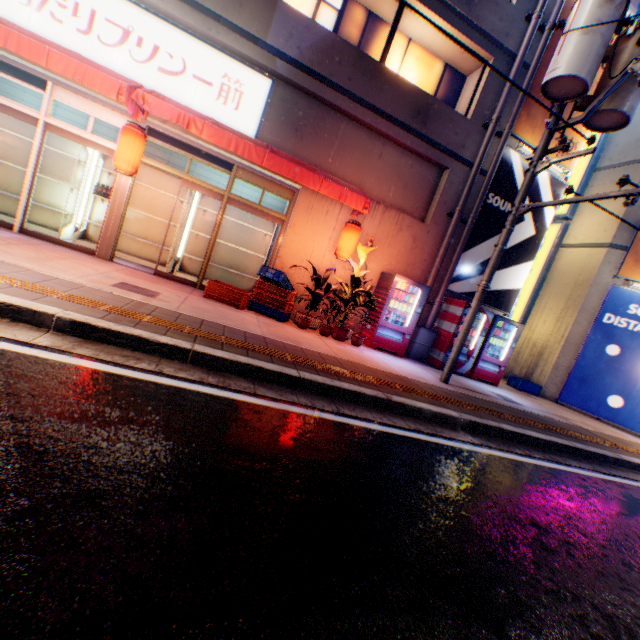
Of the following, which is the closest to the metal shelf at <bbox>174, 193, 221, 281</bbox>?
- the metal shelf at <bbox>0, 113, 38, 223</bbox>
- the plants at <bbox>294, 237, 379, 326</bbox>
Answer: the plants at <bbox>294, 237, 379, 326</bbox>

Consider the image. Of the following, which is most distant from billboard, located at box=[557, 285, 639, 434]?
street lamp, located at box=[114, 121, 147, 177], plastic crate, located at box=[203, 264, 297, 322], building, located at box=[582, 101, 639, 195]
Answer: street lamp, located at box=[114, 121, 147, 177]

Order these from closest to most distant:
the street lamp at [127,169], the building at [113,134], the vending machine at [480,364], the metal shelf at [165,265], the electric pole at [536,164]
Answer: the electric pole at [536,164]
the street lamp at [127,169]
the building at [113,134]
the metal shelf at [165,265]
the vending machine at [480,364]

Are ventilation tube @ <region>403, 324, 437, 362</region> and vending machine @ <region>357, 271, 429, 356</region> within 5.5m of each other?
yes

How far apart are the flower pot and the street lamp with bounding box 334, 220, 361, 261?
1.7 meters

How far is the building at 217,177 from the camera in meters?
9.1 m

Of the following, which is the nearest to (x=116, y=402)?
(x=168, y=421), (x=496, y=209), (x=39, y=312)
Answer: (x=168, y=421)

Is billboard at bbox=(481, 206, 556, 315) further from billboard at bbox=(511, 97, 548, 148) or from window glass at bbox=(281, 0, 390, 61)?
window glass at bbox=(281, 0, 390, 61)
